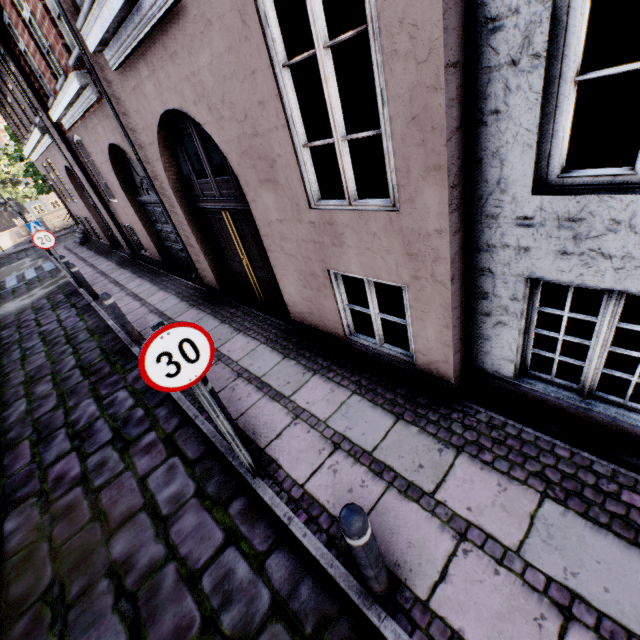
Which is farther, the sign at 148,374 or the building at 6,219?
the building at 6,219

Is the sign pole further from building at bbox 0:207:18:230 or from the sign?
building at bbox 0:207:18:230

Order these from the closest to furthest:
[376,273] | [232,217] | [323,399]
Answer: [376,273], [323,399], [232,217]

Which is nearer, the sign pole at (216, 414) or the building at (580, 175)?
the building at (580, 175)

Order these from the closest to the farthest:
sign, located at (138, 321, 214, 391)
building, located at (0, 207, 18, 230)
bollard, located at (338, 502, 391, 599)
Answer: bollard, located at (338, 502, 391, 599), sign, located at (138, 321, 214, 391), building, located at (0, 207, 18, 230)

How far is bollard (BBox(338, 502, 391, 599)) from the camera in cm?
170
